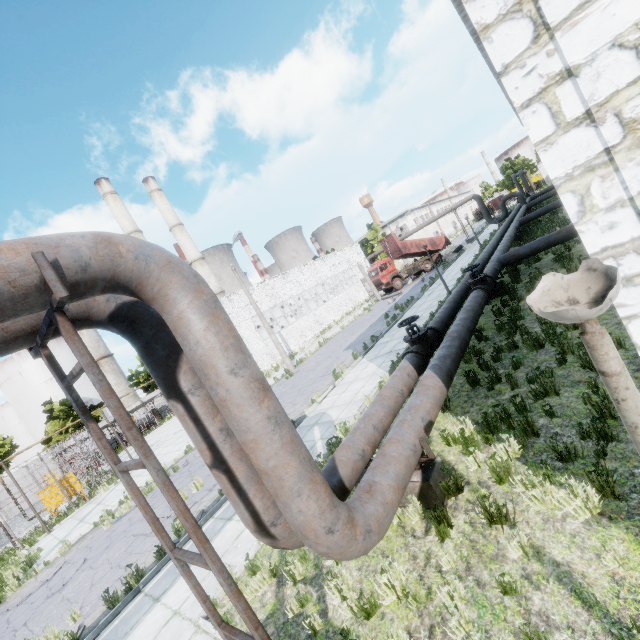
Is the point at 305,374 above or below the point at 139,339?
below

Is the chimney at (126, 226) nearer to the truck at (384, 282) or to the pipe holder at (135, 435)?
the truck at (384, 282)

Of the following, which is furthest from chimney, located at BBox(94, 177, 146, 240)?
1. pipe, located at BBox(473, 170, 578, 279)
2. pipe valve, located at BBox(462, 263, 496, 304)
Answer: pipe valve, located at BBox(462, 263, 496, 304)

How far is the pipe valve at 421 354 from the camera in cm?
837

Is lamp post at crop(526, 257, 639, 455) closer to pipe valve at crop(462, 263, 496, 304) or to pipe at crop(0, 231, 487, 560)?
pipe at crop(0, 231, 487, 560)

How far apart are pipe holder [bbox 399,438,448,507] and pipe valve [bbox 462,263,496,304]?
7.30m

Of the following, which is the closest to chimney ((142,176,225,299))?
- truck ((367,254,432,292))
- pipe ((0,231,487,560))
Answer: truck ((367,254,432,292))

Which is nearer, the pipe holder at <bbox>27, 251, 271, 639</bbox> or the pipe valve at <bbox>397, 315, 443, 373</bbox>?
the pipe holder at <bbox>27, 251, 271, 639</bbox>
